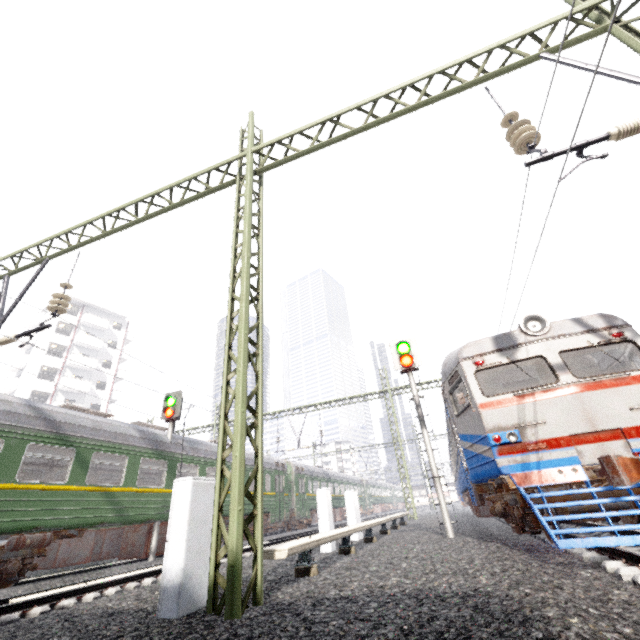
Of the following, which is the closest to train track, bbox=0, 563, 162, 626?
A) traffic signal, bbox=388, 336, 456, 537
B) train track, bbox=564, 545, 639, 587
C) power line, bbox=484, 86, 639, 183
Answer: power line, bbox=484, 86, 639, 183

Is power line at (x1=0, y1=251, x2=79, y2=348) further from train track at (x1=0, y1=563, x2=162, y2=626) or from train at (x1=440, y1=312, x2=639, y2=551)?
train track at (x1=0, y1=563, x2=162, y2=626)

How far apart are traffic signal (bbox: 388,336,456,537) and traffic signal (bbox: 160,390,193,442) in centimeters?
896cm

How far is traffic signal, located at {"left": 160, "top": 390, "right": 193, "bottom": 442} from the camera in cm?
1320

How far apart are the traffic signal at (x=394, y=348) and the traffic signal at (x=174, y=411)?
9.0 meters

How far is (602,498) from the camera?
5.98m

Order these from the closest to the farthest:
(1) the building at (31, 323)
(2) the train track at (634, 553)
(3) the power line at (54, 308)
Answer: (2) the train track at (634, 553)
(3) the power line at (54, 308)
(1) the building at (31, 323)

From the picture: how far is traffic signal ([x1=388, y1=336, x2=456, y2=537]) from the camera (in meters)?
8.80
